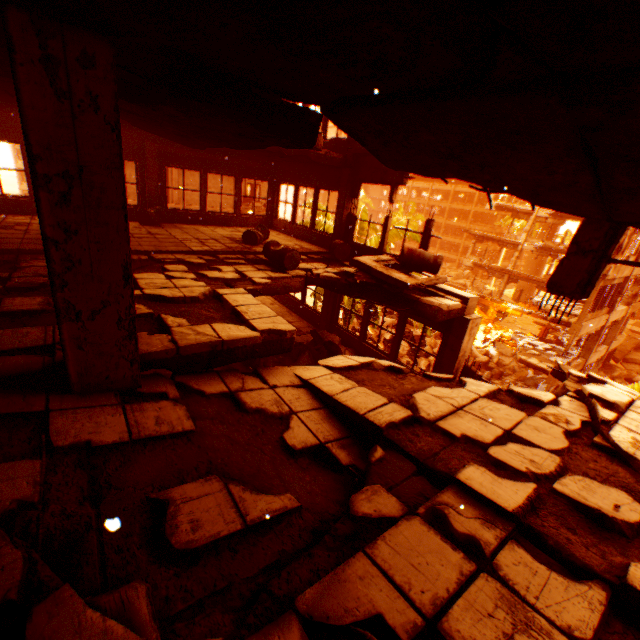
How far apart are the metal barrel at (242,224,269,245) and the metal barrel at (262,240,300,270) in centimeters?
A: 154cm

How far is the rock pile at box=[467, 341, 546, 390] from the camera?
22.3 meters

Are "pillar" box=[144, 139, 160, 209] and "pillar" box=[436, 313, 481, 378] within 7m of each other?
no

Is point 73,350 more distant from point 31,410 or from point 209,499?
point 209,499

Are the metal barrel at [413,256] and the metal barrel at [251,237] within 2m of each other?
no

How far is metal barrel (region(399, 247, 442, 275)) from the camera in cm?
756

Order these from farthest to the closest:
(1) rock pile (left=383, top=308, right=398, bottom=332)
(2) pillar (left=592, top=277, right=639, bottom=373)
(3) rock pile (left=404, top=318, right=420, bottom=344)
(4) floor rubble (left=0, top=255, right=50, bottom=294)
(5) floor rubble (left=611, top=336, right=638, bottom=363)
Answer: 1. (1) rock pile (left=383, top=308, right=398, bottom=332)
2. (5) floor rubble (left=611, top=336, right=638, bottom=363)
3. (3) rock pile (left=404, top=318, right=420, bottom=344)
4. (2) pillar (left=592, top=277, right=639, bottom=373)
5. (4) floor rubble (left=0, top=255, right=50, bottom=294)

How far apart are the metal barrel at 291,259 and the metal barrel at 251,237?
1.5 meters
